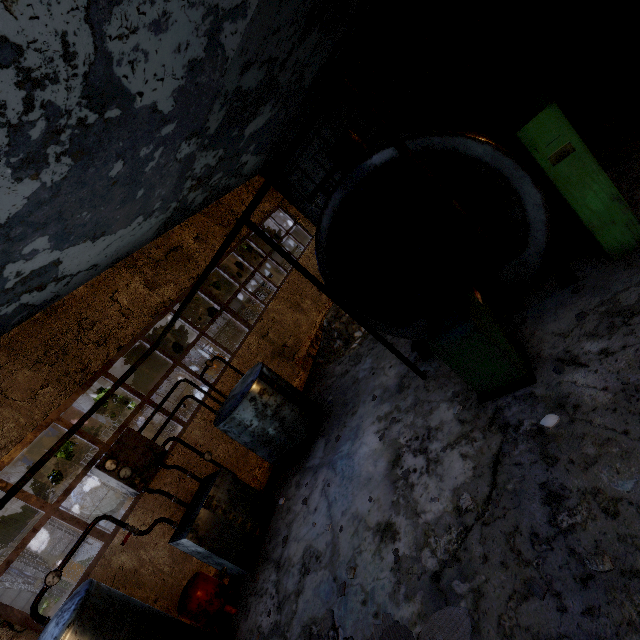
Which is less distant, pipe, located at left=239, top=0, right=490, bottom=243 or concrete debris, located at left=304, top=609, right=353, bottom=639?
pipe, located at left=239, top=0, right=490, bottom=243

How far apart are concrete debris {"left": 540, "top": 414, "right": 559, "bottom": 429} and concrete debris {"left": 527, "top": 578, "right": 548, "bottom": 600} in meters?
1.6 m

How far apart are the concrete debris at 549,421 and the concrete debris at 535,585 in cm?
157

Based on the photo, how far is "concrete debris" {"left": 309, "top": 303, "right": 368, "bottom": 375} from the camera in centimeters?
1032cm

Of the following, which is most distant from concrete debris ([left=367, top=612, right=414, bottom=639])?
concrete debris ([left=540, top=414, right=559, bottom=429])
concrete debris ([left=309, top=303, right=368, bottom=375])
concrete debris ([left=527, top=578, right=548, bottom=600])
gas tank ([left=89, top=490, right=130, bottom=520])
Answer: gas tank ([left=89, top=490, right=130, bottom=520])

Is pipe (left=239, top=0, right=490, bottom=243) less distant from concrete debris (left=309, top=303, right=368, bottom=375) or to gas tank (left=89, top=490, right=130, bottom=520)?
concrete debris (left=309, top=303, right=368, bottom=375)

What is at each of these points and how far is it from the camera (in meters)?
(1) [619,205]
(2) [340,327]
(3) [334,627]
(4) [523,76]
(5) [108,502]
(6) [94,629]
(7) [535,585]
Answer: (1) power box, 4.26
(2) concrete debris, 11.01
(3) concrete debris, 4.32
(4) pipe, 11.09
(5) gas tank, 21.17
(6) boiler group, 4.55
(7) concrete debris, 2.99

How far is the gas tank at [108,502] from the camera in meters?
21.0
